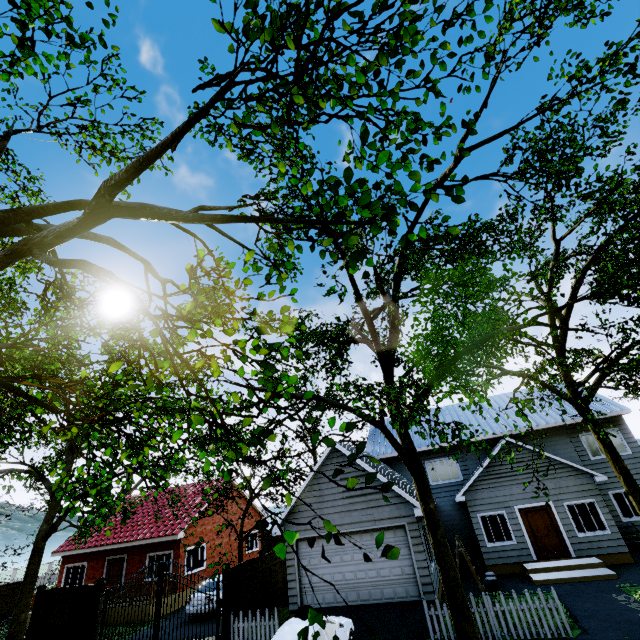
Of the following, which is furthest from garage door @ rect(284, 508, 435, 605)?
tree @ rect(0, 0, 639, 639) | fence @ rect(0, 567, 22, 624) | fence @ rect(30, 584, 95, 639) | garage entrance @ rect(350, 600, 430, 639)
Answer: fence @ rect(0, 567, 22, 624)

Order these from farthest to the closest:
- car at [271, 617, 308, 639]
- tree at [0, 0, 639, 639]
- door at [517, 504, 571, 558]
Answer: door at [517, 504, 571, 558]
car at [271, 617, 308, 639]
tree at [0, 0, 639, 639]

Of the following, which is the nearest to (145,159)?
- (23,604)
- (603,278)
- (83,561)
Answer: (23,604)

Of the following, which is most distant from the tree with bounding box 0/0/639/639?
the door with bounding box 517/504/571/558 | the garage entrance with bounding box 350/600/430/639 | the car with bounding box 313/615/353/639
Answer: the door with bounding box 517/504/571/558

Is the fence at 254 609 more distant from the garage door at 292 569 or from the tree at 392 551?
the garage door at 292 569

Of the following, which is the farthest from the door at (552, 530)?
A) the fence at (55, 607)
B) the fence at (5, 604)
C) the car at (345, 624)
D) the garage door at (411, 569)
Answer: the fence at (5, 604)

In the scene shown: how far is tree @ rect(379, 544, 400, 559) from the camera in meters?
2.5 m

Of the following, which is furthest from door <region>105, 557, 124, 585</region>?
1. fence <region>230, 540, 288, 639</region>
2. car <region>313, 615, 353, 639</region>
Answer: car <region>313, 615, 353, 639</region>
